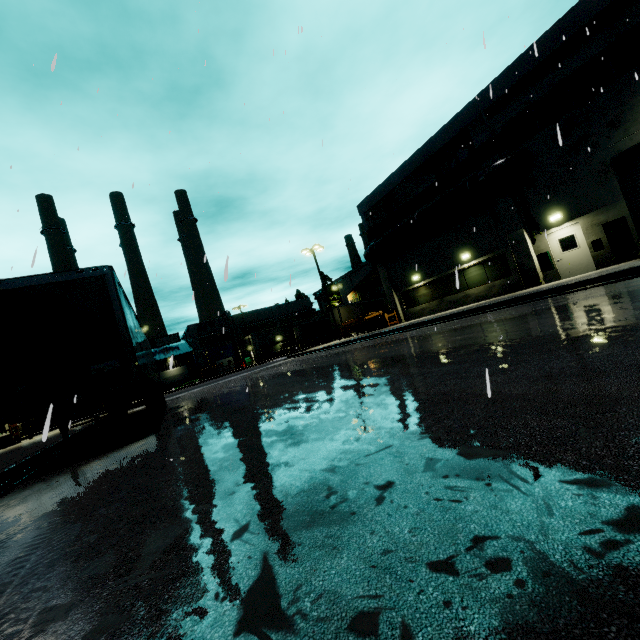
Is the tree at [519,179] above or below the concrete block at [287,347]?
above

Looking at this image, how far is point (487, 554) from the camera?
1.2m

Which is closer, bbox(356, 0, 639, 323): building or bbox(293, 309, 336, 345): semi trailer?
bbox(356, 0, 639, 323): building

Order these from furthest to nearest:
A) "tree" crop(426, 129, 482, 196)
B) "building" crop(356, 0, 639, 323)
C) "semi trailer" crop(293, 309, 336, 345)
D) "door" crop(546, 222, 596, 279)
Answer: "semi trailer" crop(293, 309, 336, 345) → "tree" crop(426, 129, 482, 196) → "door" crop(546, 222, 596, 279) → "building" crop(356, 0, 639, 323)

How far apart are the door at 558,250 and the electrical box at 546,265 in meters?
0.1 m

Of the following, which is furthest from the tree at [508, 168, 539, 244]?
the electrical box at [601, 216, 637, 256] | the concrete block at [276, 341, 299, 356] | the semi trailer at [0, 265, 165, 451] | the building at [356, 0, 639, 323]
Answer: the concrete block at [276, 341, 299, 356]

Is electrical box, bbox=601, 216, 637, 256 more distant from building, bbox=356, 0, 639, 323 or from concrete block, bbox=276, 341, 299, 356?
concrete block, bbox=276, 341, 299, 356

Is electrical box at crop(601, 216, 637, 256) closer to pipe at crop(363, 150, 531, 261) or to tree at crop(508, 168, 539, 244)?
tree at crop(508, 168, 539, 244)
